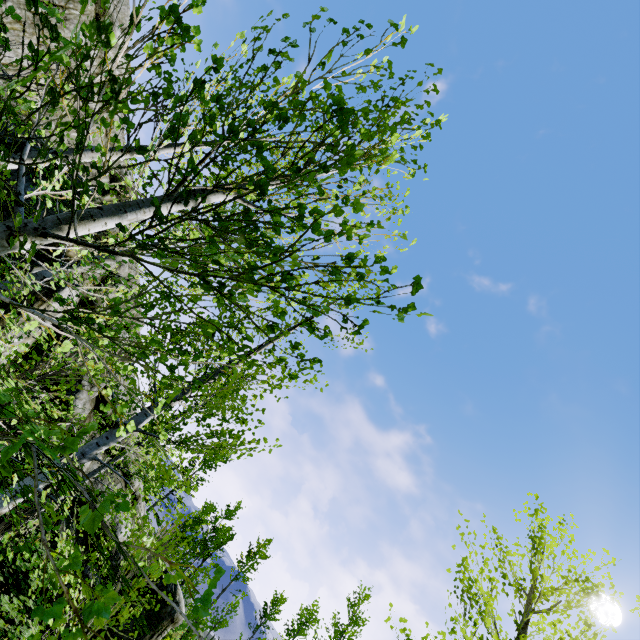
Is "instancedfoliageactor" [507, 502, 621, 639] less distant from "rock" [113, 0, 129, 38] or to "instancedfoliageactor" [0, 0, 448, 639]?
"rock" [113, 0, 129, 38]

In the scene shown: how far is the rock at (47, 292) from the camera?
9.2 meters

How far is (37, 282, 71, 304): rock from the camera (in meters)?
9.20

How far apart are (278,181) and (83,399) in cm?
1138

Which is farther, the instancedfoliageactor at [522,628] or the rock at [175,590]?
the rock at [175,590]
